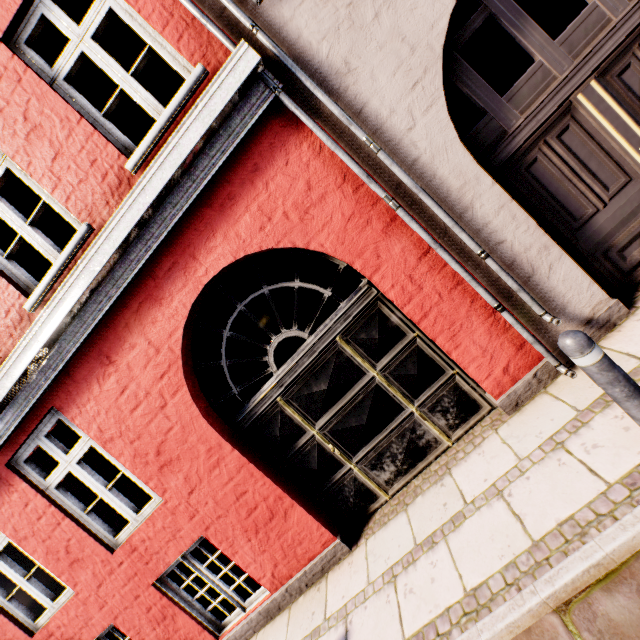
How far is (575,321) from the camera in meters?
3.3 m

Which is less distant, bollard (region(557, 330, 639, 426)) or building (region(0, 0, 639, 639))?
bollard (region(557, 330, 639, 426))

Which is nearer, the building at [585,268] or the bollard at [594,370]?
the bollard at [594,370]
